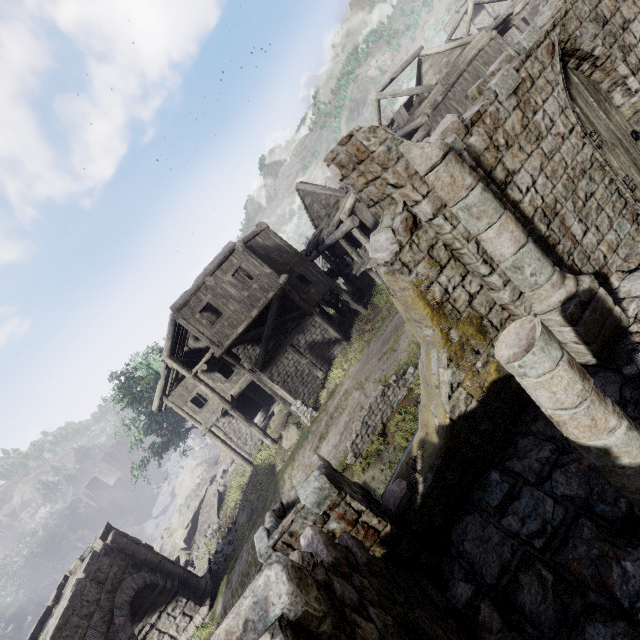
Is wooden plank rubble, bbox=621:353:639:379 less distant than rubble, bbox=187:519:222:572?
Yes

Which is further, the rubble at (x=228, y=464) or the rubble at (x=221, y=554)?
the rubble at (x=228, y=464)

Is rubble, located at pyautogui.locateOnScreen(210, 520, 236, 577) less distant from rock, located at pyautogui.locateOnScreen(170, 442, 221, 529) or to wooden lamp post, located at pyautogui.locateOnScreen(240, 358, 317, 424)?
wooden lamp post, located at pyautogui.locateOnScreen(240, 358, 317, 424)

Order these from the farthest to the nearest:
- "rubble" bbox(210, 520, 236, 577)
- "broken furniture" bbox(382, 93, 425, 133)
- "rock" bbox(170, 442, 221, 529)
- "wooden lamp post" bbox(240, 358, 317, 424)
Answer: "rock" bbox(170, 442, 221, 529) → "broken furniture" bbox(382, 93, 425, 133) → "rubble" bbox(210, 520, 236, 577) → "wooden lamp post" bbox(240, 358, 317, 424)

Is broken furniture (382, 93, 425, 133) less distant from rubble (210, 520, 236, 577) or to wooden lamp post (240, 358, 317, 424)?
wooden lamp post (240, 358, 317, 424)

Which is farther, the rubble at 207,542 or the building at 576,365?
the rubble at 207,542

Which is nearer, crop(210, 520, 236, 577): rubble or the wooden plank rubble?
the wooden plank rubble

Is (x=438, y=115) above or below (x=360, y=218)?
above
